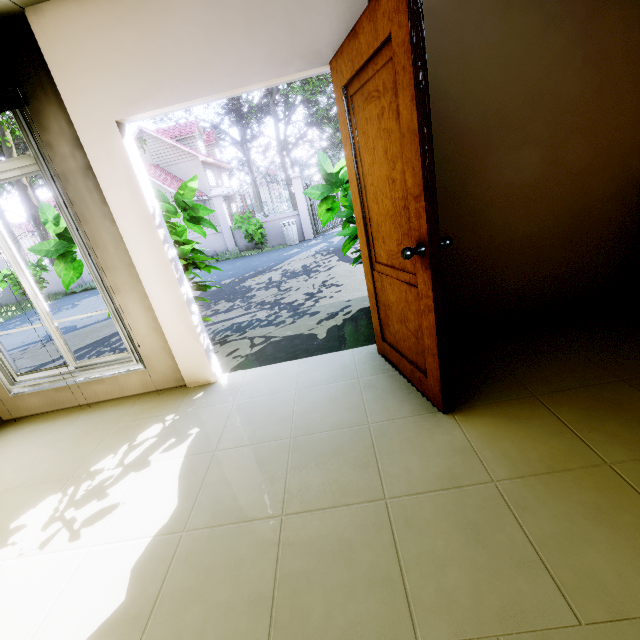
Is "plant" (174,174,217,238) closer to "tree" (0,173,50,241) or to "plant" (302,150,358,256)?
"plant" (302,150,358,256)

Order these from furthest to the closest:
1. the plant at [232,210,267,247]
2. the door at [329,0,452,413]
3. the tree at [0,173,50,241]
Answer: the tree at [0,173,50,241], the plant at [232,210,267,247], the door at [329,0,452,413]

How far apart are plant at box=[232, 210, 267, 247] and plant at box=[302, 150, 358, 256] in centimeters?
869cm

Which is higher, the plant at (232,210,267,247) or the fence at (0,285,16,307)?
the plant at (232,210,267,247)

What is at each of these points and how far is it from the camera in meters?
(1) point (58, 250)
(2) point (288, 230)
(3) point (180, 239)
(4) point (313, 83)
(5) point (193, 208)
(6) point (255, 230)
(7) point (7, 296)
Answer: (1) plant, 3.2 m
(2) trash can, 12.7 m
(3) plant, 3.1 m
(4) tree, 21.5 m
(5) plant, 3.6 m
(6) plant, 12.1 m
(7) fence, 13.8 m

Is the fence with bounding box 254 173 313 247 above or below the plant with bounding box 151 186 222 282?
below

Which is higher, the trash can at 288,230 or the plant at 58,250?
the plant at 58,250

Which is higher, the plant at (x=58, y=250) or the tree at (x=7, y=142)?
the tree at (x=7, y=142)
